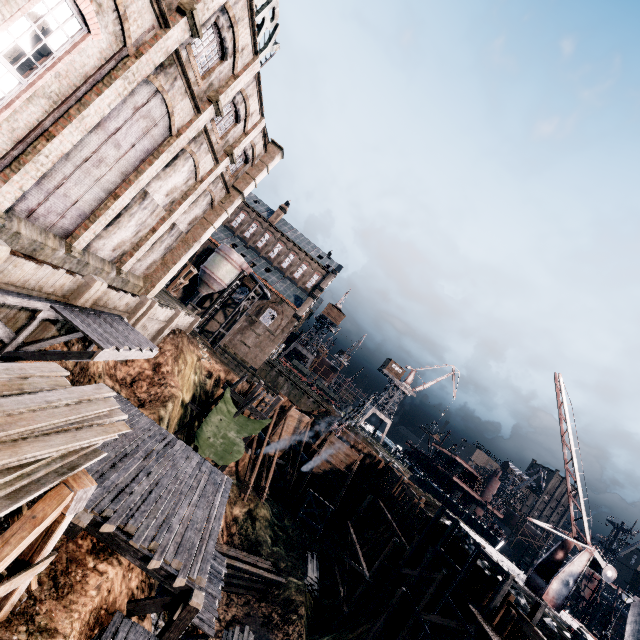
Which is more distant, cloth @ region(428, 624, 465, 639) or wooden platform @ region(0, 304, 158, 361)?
cloth @ region(428, 624, 465, 639)

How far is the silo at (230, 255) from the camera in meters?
48.3 m

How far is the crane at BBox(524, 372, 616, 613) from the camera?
19.6 meters

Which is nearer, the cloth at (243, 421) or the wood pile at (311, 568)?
the cloth at (243, 421)

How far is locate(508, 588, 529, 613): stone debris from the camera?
23.14m

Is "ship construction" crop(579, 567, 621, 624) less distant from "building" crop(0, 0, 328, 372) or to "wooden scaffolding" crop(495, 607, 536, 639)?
"wooden scaffolding" crop(495, 607, 536, 639)

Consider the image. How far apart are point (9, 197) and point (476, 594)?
32.8m

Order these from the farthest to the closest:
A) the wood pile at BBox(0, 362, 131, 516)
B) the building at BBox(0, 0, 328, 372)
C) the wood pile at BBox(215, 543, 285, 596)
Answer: the wood pile at BBox(215, 543, 285, 596) → the building at BBox(0, 0, 328, 372) → the wood pile at BBox(0, 362, 131, 516)
